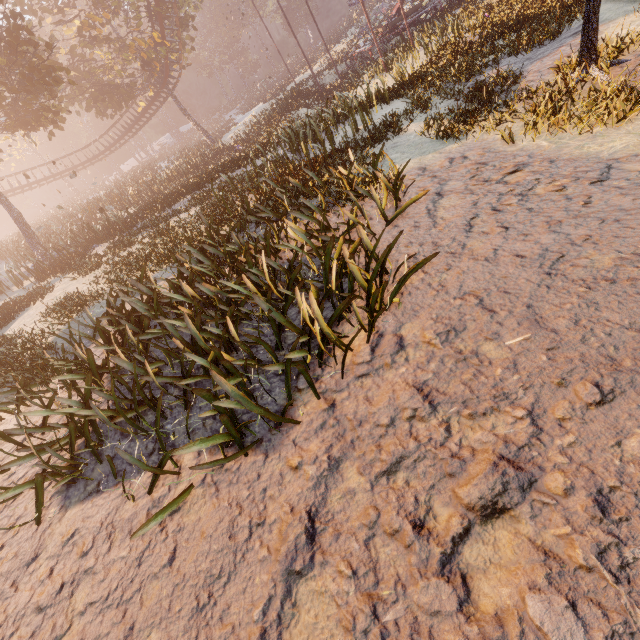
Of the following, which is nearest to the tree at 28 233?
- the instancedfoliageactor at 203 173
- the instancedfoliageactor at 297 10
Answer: the instancedfoliageactor at 297 10

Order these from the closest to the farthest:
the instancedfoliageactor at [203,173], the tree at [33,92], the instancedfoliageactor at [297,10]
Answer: the instancedfoliageactor at [203,173], the tree at [33,92], the instancedfoliageactor at [297,10]

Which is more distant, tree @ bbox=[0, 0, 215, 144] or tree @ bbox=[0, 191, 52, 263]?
tree @ bbox=[0, 191, 52, 263]

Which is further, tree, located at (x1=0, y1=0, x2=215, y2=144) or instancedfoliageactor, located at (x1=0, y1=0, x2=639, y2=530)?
tree, located at (x1=0, y1=0, x2=215, y2=144)

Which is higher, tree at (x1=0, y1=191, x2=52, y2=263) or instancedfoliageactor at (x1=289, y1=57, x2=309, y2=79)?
tree at (x1=0, y1=191, x2=52, y2=263)

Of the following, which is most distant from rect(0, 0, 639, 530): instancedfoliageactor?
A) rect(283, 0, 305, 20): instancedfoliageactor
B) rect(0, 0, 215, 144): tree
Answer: rect(283, 0, 305, 20): instancedfoliageactor

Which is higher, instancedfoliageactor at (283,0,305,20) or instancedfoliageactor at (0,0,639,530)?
instancedfoliageactor at (283,0,305,20)

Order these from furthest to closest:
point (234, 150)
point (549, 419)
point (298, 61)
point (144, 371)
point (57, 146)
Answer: point (57, 146) < point (298, 61) < point (234, 150) < point (144, 371) < point (549, 419)
